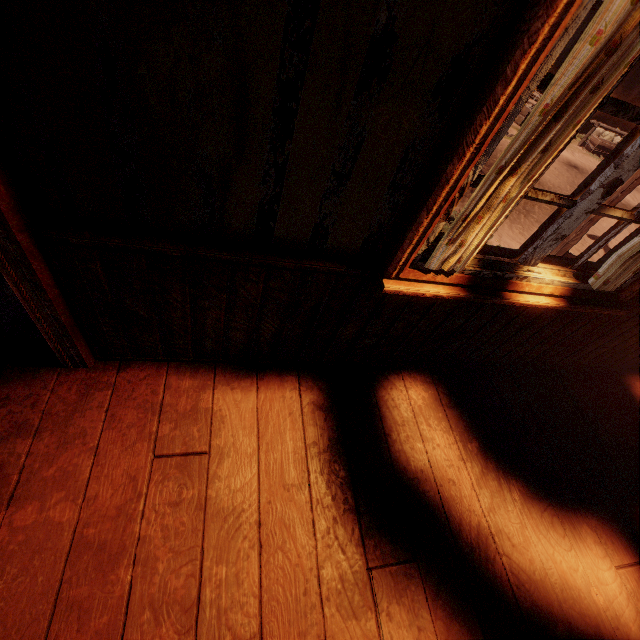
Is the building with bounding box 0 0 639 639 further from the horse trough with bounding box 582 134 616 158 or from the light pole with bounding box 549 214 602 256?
the light pole with bounding box 549 214 602 256

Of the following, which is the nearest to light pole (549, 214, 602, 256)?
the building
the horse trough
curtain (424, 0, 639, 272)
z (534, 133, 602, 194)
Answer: z (534, 133, 602, 194)

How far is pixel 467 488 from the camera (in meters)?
1.84

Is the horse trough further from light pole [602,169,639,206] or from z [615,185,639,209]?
light pole [602,169,639,206]

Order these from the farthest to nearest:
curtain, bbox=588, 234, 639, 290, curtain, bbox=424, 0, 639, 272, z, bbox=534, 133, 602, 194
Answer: z, bbox=534, 133, 602, 194 < curtain, bbox=588, 234, 639, 290 < curtain, bbox=424, 0, 639, 272

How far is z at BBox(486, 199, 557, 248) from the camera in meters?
6.1

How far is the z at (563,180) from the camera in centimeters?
905cm

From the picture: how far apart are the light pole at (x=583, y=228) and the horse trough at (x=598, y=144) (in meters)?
9.42
